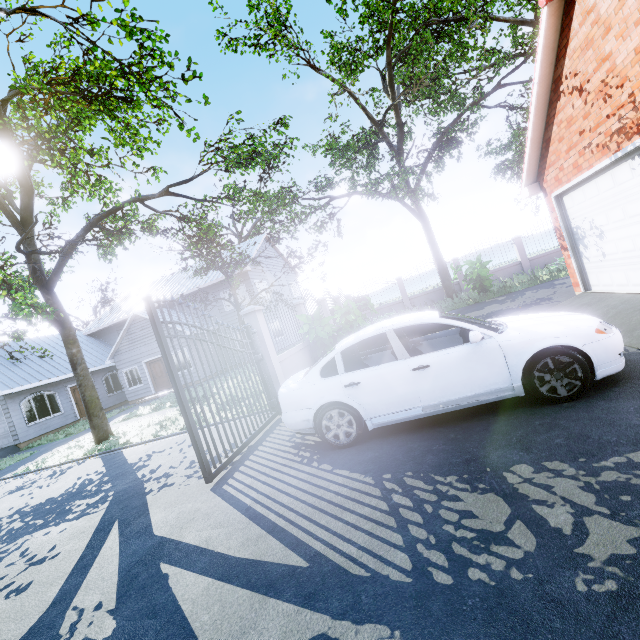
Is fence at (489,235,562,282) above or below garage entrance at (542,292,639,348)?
above

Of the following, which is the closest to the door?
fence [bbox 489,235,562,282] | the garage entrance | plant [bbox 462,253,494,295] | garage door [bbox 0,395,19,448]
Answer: garage door [bbox 0,395,19,448]

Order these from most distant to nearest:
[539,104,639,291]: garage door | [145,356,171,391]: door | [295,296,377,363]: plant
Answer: [145,356,171,391]: door → [295,296,377,363]: plant → [539,104,639,291]: garage door

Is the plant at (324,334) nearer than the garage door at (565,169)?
No

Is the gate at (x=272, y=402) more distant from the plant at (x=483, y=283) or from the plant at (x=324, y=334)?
the plant at (x=483, y=283)

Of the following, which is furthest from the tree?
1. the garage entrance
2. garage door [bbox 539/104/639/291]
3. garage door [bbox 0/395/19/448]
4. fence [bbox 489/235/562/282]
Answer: the garage entrance

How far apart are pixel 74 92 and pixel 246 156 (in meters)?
5.46

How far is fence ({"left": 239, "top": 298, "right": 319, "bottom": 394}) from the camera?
7.5 meters
